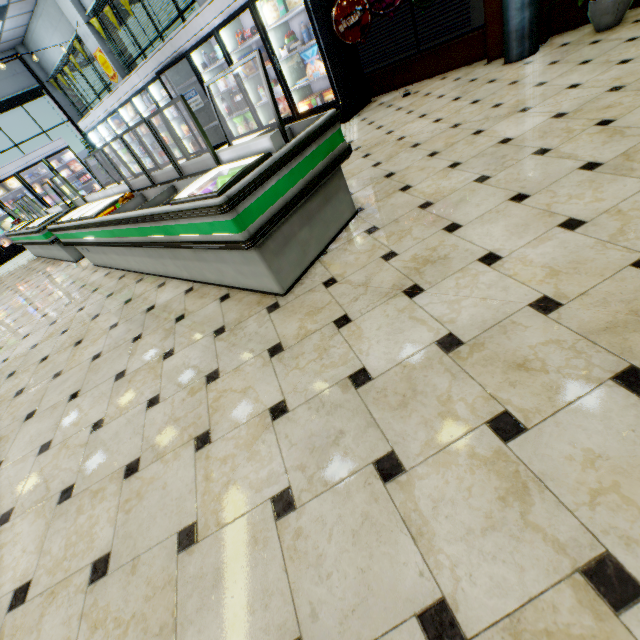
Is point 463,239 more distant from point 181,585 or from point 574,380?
point 181,585

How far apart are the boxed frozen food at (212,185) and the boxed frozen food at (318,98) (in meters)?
4.11

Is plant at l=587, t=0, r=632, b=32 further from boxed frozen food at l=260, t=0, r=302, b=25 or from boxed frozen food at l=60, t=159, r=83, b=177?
boxed frozen food at l=60, t=159, r=83, b=177

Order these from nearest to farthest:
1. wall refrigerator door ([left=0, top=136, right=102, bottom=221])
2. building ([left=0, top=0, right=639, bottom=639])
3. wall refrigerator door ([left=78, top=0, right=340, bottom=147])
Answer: building ([left=0, top=0, right=639, bottom=639]) < wall refrigerator door ([left=78, top=0, right=340, bottom=147]) < wall refrigerator door ([left=0, top=136, right=102, bottom=221])

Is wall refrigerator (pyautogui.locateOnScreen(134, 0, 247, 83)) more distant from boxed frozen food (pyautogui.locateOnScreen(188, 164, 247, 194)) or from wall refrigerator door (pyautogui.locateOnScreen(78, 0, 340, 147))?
boxed frozen food (pyautogui.locateOnScreen(188, 164, 247, 194))

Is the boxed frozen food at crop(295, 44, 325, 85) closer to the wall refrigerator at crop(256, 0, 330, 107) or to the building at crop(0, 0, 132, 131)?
the wall refrigerator at crop(256, 0, 330, 107)

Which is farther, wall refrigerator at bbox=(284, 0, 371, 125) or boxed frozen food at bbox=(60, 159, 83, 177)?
boxed frozen food at bbox=(60, 159, 83, 177)

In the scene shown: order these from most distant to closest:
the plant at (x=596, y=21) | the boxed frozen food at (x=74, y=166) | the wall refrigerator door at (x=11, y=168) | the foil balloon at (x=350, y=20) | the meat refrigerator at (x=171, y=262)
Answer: the boxed frozen food at (x=74, y=166)
the wall refrigerator door at (x=11, y=168)
the foil balloon at (x=350, y=20)
the plant at (x=596, y=21)
the meat refrigerator at (x=171, y=262)
